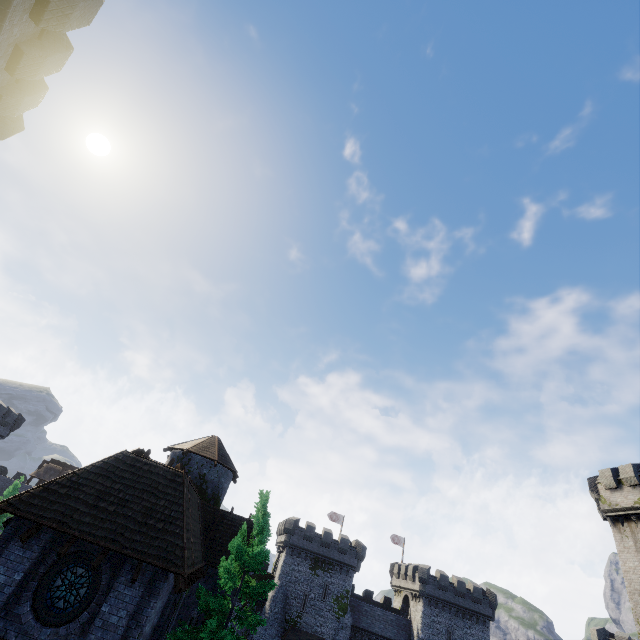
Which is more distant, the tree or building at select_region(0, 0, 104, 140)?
the tree

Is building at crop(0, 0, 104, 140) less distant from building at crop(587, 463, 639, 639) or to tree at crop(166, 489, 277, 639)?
tree at crop(166, 489, 277, 639)

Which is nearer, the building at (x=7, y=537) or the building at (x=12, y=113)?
the building at (x=12, y=113)

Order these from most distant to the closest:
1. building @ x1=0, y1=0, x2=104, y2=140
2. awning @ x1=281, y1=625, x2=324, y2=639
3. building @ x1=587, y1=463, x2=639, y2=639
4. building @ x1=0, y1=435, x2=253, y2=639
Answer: awning @ x1=281, y1=625, x2=324, y2=639
building @ x1=587, y1=463, x2=639, y2=639
building @ x1=0, y1=435, x2=253, y2=639
building @ x1=0, y1=0, x2=104, y2=140

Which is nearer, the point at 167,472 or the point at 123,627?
the point at 123,627

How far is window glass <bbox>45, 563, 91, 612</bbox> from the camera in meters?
10.8

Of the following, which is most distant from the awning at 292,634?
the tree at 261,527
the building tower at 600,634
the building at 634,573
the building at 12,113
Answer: the building at 12,113

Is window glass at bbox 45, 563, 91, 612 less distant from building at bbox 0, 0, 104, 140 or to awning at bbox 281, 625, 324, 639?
building at bbox 0, 0, 104, 140
